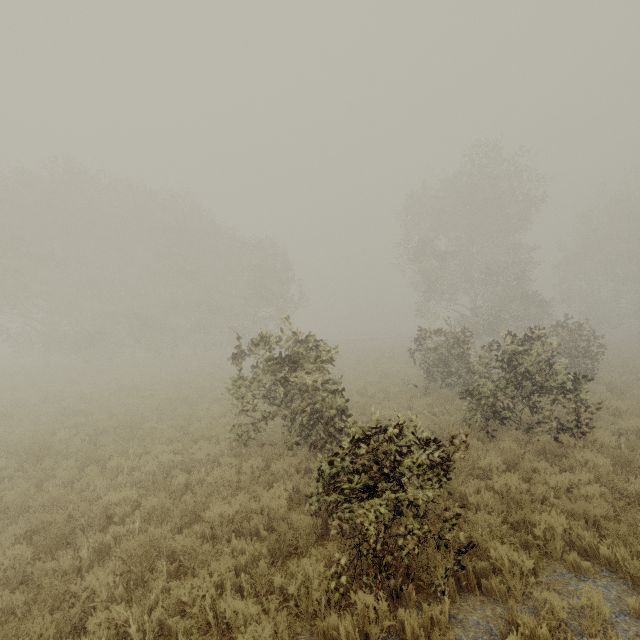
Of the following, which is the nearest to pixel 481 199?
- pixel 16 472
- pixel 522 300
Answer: pixel 522 300
